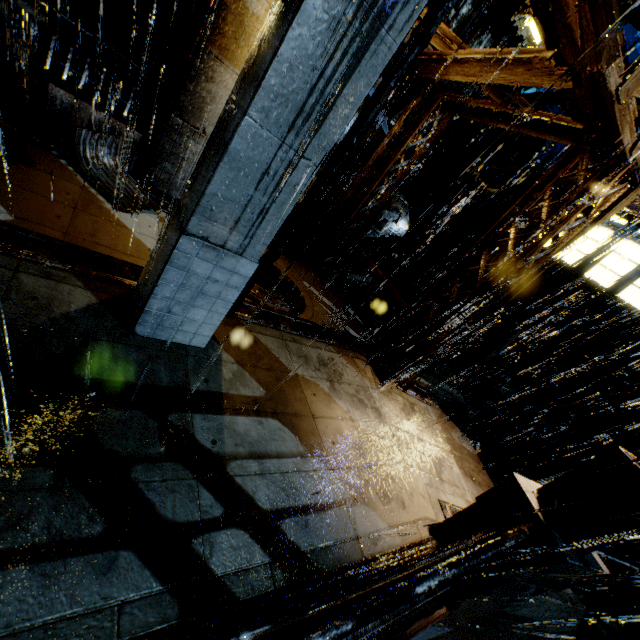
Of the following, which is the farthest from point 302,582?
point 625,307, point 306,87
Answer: point 625,307

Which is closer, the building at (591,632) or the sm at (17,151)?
the sm at (17,151)

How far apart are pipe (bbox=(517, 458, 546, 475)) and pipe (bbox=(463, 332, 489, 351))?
4.0m

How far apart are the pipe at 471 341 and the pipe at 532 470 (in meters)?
3.98

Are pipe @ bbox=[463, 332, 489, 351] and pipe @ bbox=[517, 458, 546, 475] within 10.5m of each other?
yes

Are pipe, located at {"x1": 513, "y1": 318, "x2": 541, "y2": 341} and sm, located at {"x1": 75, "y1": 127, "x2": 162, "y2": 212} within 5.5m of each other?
no

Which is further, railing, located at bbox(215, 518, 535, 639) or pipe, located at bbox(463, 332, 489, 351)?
pipe, located at bbox(463, 332, 489, 351)

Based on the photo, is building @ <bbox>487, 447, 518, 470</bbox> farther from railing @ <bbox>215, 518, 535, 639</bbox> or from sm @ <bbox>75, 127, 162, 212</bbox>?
railing @ <bbox>215, 518, 535, 639</bbox>
